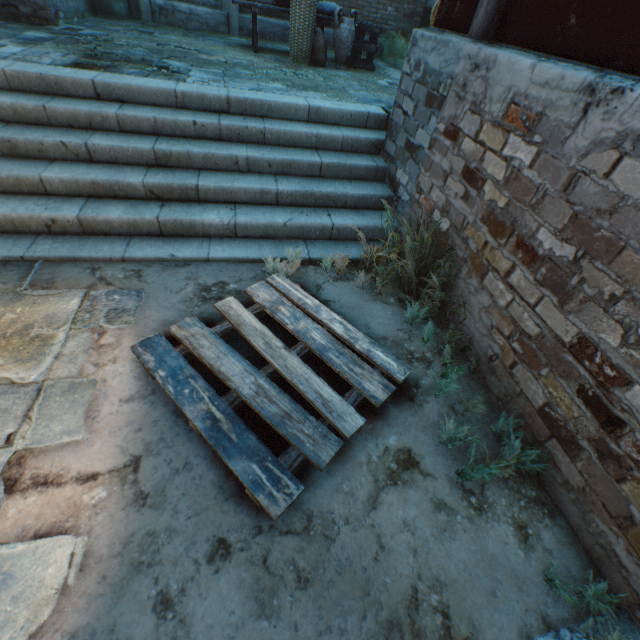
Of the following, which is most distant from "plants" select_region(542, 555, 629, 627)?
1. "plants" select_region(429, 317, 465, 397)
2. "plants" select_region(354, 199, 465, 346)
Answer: "plants" select_region(354, 199, 465, 346)

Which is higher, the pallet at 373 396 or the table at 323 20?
the table at 323 20

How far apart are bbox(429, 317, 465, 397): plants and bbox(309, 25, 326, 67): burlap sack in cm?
683

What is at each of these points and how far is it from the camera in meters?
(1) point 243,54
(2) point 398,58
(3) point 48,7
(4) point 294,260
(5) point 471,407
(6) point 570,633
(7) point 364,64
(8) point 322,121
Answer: (1) straw, 6.2 m
(2) plants, 8.5 m
(3) building, 5.4 m
(4) plants, 3.3 m
(5) plants, 2.4 m
(6) ground pavers, 1.6 m
(7) wooden crate, 7.0 m
(8) stairs, 4.3 m

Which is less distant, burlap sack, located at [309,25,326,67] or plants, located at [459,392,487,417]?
plants, located at [459,392,487,417]

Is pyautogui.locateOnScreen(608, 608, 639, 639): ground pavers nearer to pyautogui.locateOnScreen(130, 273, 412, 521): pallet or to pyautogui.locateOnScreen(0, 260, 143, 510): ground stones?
pyautogui.locateOnScreen(0, 260, 143, 510): ground stones

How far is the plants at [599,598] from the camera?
1.59m

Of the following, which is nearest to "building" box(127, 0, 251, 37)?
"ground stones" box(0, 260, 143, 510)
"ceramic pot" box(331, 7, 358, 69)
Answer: "ground stones" box(0, 260, 143, 510)
